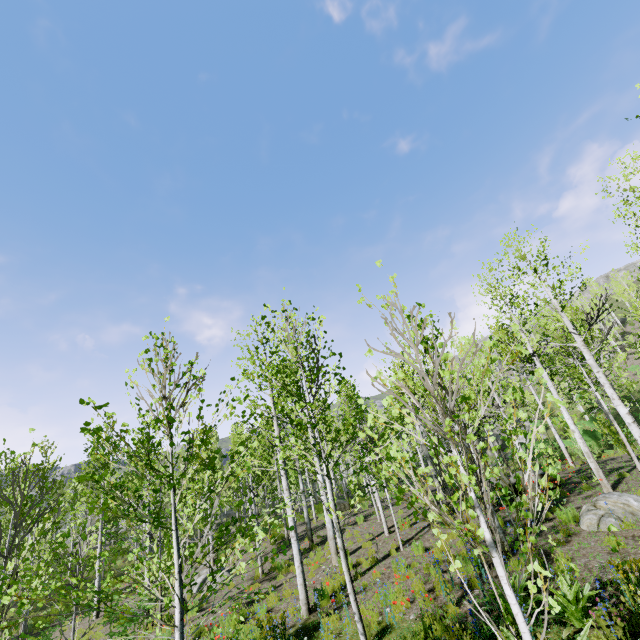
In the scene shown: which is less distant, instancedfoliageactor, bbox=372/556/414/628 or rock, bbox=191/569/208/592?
instancedfoliageactor, bbox=372/556/414/628

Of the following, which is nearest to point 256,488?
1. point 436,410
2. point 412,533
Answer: point 436,410

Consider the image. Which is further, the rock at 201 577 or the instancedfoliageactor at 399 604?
the rock at 201 577

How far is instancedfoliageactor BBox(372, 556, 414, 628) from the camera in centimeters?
656cm

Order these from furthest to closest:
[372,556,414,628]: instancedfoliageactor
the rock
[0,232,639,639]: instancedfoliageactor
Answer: the rock, [372,556,414,628]: instancedfoliageactor, [0,232,639,639]: instancedfoliageactor

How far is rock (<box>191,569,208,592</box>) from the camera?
15.0m

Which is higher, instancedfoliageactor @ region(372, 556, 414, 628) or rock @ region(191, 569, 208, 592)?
instancedfoliageactor @ region(372, 556, 414, 628)

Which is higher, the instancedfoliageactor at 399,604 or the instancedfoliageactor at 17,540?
the instancedfoliageactor at 17,540
